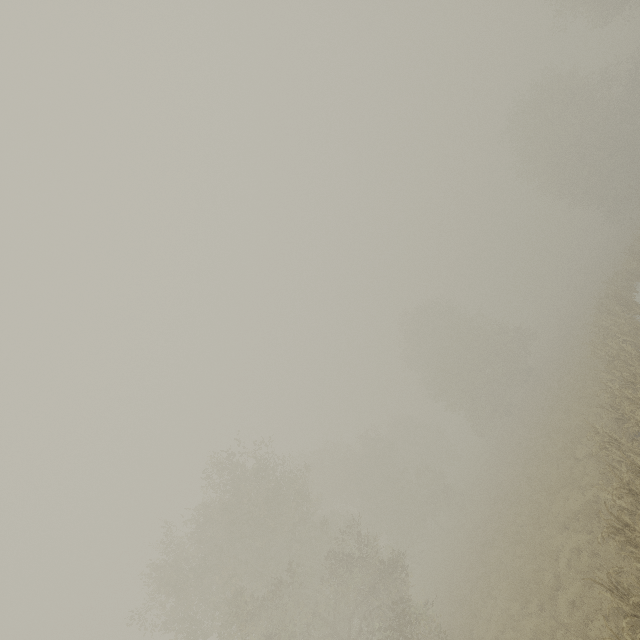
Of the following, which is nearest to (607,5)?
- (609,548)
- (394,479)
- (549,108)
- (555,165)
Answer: (549,108)
